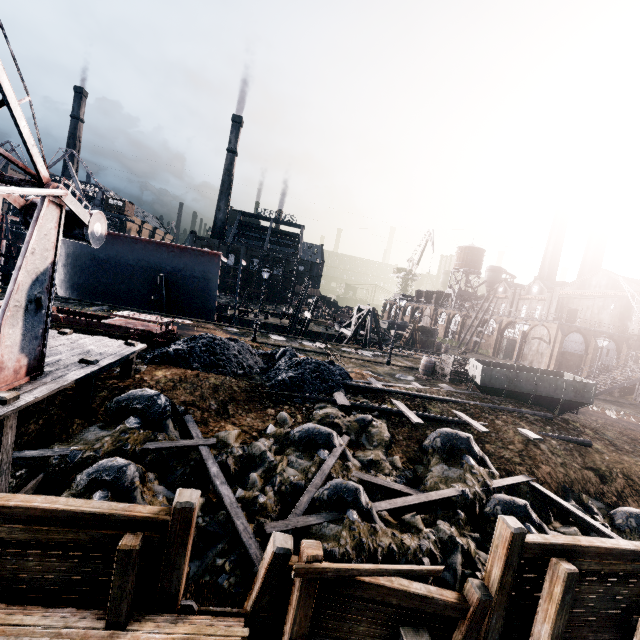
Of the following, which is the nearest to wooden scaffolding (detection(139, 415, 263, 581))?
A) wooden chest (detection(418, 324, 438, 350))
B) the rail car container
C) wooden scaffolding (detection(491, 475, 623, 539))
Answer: wooden scaffolding (detection(491, 475, 623, 539))

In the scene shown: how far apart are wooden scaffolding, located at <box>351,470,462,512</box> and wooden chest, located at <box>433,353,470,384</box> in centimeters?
1361cm

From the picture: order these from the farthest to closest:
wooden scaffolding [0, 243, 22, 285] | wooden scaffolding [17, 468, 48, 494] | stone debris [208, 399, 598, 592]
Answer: wooden scaffolding [0, 243, 22, 285]
stone debris [208, 399, 598, 592]
wooden scaffolding [17, 468, 48, 494]

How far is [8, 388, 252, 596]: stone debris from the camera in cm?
679

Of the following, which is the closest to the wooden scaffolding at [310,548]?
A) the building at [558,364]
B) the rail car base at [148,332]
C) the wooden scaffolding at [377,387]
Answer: the rail car base at [148,332]

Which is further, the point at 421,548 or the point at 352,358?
the point at 352,358

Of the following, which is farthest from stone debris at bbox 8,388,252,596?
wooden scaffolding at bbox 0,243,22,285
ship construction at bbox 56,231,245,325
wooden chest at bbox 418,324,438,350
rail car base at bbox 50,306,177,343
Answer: wooden chest at bbox 418,324,438,350

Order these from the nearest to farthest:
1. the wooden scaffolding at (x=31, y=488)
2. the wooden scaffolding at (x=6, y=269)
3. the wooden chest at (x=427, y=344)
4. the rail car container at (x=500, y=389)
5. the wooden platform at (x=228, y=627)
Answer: the wooden platform at (x=228, y=627) < the wooden scaffolding at (x=31, y=488) < the rail car container at (x=500, y=389) < the wooden scaffolding at (x=6, y=269) < the wooden chest at (x=427, y=344)
